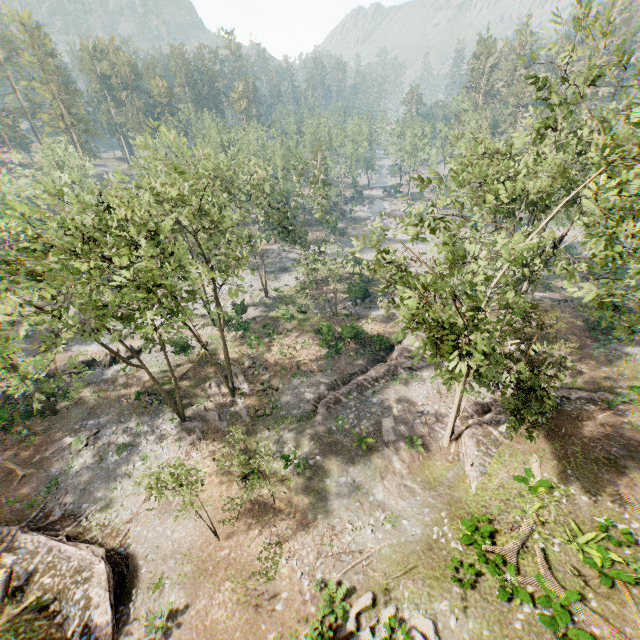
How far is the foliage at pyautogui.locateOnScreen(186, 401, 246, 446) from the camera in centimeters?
1803cm

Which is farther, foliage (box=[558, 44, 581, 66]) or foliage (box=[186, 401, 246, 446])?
foliage (box=[186, 401, 246, 446])

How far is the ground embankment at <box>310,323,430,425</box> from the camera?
26.0 meters

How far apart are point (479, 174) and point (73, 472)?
40.0 meters

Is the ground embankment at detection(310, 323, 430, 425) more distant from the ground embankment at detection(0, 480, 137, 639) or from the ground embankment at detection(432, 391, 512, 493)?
the ground embankment at detection(432, 391, 512, 493)

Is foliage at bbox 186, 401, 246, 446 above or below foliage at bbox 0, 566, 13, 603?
below

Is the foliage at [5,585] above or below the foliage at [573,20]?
below

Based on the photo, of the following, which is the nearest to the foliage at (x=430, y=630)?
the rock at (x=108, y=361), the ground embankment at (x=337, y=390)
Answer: the rock at (x=108, y=361)
